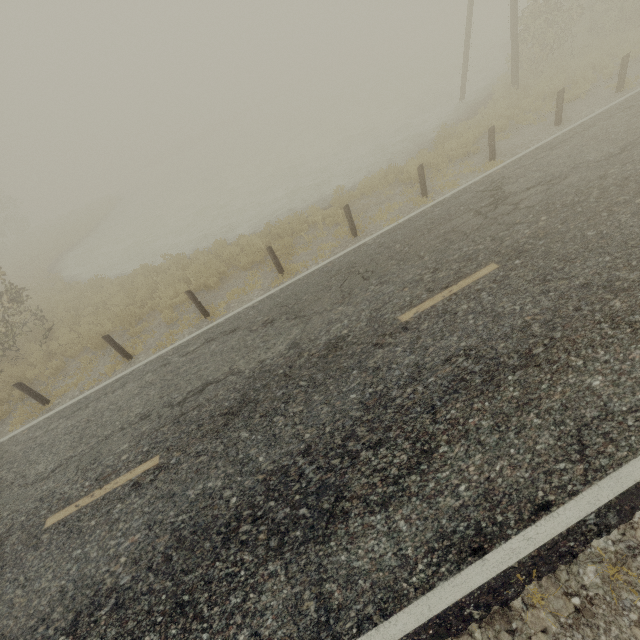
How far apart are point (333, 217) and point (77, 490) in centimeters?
996cm
